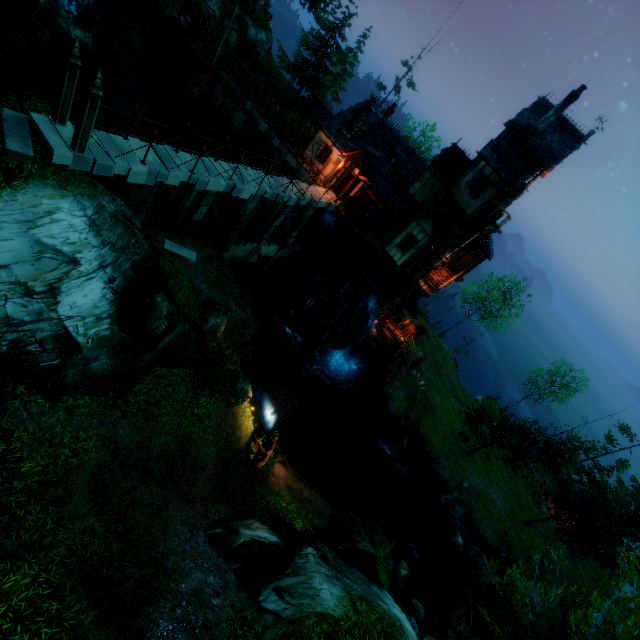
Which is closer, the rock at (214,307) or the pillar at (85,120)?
the pillar at (85,120)

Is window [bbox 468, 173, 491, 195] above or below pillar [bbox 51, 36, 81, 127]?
above

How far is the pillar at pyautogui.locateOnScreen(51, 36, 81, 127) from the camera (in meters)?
9.41

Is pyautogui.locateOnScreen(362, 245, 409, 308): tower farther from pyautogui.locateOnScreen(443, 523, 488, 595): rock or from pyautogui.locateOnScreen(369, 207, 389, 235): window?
pyautogui.locateOnScreen(443, 523, 488, 595): rock

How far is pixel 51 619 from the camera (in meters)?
6.96

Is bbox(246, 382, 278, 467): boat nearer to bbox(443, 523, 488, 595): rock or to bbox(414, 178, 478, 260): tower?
bbox(414, 178, 478, 260): tower

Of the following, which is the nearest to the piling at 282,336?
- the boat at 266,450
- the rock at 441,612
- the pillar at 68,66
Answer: the boat at 266,450

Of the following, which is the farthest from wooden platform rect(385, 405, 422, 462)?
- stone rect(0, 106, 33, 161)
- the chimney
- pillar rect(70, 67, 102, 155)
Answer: stone rect(0, 106, 33, 161)
